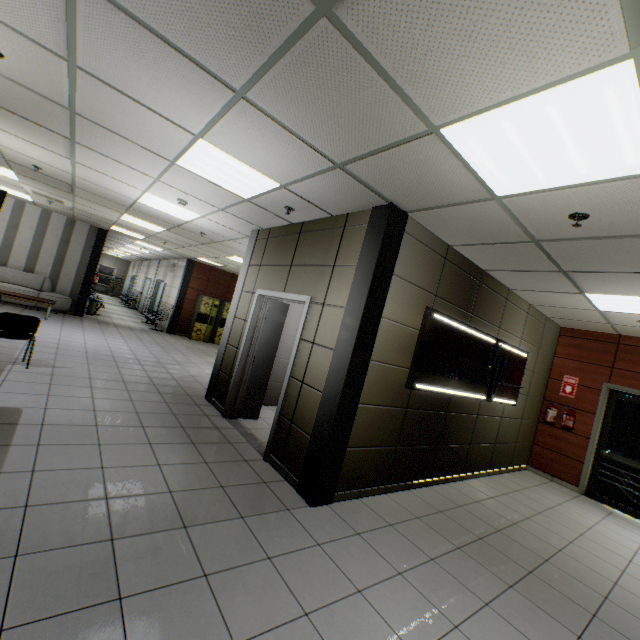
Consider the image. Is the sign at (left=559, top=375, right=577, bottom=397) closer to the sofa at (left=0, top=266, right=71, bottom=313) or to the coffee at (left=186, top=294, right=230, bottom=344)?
→ the coffee at (left=186, top=294, right=230, bottom=344)

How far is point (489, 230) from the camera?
3.43m

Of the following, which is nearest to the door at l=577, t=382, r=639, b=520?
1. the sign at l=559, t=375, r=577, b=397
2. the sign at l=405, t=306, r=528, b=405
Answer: the sign at l=559, t=375, r=577, b=397

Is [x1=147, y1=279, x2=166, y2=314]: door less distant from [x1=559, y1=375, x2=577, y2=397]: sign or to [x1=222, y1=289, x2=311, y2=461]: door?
[x1=222, y1=289, x2=311, y2=461]: door

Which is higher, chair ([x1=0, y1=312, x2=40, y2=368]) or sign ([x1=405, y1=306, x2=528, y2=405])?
sign ([x1=405, y1=306, x2=528, y2=405])

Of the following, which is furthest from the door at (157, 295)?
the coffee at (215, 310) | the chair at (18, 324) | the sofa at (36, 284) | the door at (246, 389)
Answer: the door at (246, 389)

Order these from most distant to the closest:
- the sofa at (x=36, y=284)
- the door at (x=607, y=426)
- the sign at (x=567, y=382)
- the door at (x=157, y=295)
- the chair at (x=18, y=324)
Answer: the door at (x=157, y=295), the sofa at (x=36, y=284), the sign at (x=567, y=382), the door at (x=607, y=426), the chair at (x=18, y=324)

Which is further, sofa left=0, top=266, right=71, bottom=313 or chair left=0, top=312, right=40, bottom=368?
sofa left=0, top=266, right=71, bottom=313
